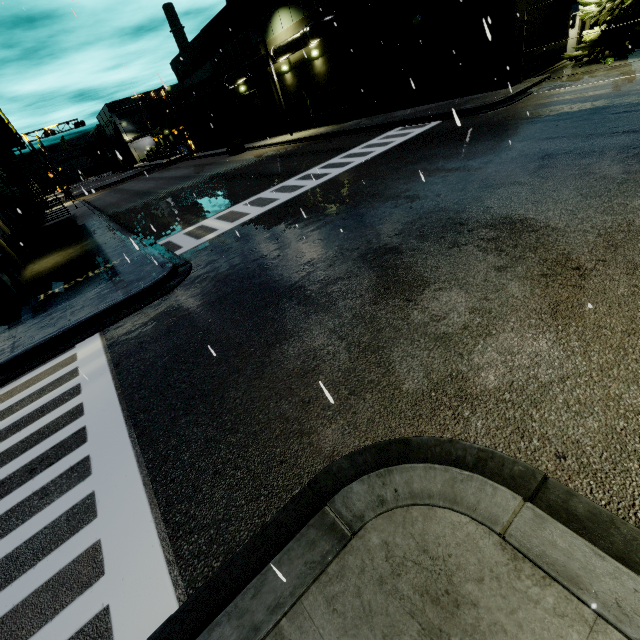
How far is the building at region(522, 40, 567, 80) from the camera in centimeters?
1712cm

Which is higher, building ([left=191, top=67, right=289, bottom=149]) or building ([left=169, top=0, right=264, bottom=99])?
building ([left=169, top=0, right=264, bottom=99])

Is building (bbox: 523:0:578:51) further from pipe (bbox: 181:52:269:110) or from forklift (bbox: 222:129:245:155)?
forklift (bbox: 222:129:245:155)

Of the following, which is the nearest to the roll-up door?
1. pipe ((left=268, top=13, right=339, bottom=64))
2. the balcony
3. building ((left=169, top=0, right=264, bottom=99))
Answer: building ((left=169, top=0, right=264, bottom=99))

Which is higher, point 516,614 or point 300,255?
point 516,614

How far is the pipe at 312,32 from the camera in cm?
2178

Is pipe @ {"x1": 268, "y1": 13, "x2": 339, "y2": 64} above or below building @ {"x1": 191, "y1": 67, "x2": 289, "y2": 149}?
above
